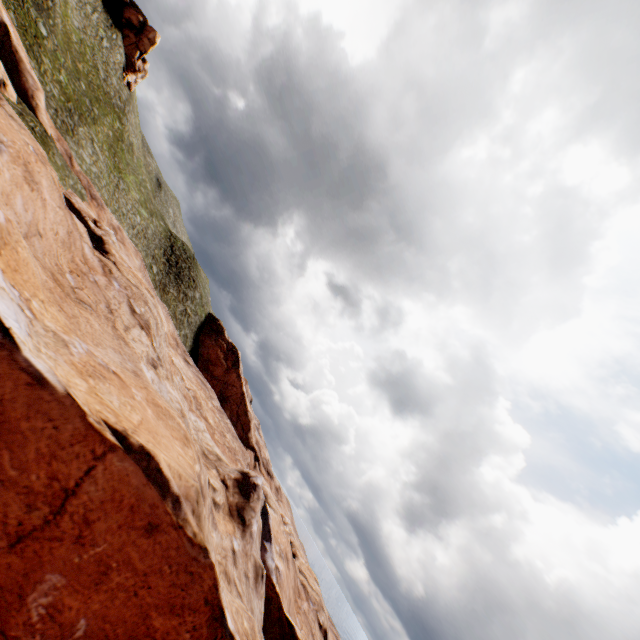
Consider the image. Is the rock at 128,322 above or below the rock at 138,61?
below

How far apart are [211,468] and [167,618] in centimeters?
1586cm

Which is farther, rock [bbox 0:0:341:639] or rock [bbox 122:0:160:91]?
rock [bbox 122:0:160:91]

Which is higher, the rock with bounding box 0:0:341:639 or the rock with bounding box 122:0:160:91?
the rock with bounding box 122:0:160:91

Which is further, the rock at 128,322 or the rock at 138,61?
the rock at 138,61
